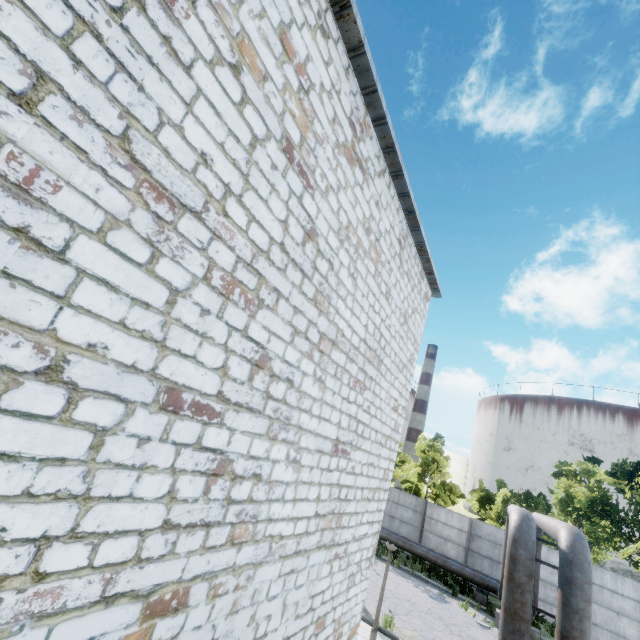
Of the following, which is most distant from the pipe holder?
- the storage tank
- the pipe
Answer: the storage tank

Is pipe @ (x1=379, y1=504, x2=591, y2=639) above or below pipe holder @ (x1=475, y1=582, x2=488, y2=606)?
above

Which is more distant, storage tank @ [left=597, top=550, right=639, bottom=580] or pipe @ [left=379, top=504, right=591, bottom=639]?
storage tank @ [left=597, top=550, right=639, bottom=580]

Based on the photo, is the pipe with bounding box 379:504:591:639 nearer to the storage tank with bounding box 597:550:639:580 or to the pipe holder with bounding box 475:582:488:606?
the pipe holder with bounding box 475:582:488:606

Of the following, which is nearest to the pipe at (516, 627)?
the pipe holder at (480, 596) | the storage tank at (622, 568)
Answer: the pipe holder at (480, 596)

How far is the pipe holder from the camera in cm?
1730

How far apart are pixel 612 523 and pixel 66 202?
32.01m
